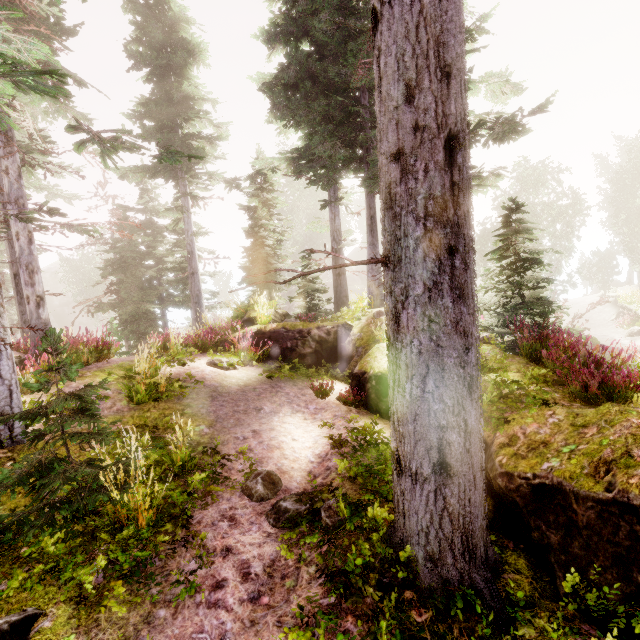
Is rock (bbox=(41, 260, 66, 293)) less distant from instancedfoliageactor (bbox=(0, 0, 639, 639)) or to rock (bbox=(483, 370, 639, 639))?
instancedfoliageactor (bbox=(0, 0, 639, 639))

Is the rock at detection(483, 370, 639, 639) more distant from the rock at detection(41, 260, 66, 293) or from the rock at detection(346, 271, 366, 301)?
the rock at detection(41, 260, 66, 293)

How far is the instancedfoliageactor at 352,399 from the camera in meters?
7.5

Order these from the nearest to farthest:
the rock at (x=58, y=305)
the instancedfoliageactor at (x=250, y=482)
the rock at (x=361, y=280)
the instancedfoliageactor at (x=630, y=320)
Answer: the instancedfoliageactor at (x=250, y=482)
the instancedfoliageactor at (x=630, y=320)
the rock at (x=361, y=280)
the rock at (x=58, y=305)

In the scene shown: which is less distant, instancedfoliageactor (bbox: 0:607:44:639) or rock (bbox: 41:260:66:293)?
instancedfoliageactor (bbox: 0:607:44:639)

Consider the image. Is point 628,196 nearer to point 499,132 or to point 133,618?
point 499,132

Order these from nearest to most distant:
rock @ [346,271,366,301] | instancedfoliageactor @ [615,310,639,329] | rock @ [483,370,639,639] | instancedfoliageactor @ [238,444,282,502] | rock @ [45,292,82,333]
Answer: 1. rock @ [483,370,639,639]
2. instancedfoliageactor @ [238,444,282,502]
3. instancedfoliageactor @ [615,310,639,329]
4. rock @ [346,271,366,301]
5. rock @ [45,292,82,333]

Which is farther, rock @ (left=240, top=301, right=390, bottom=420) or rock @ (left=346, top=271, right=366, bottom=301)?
rock @ (left=346, top=271, right=366, bottom=301)
